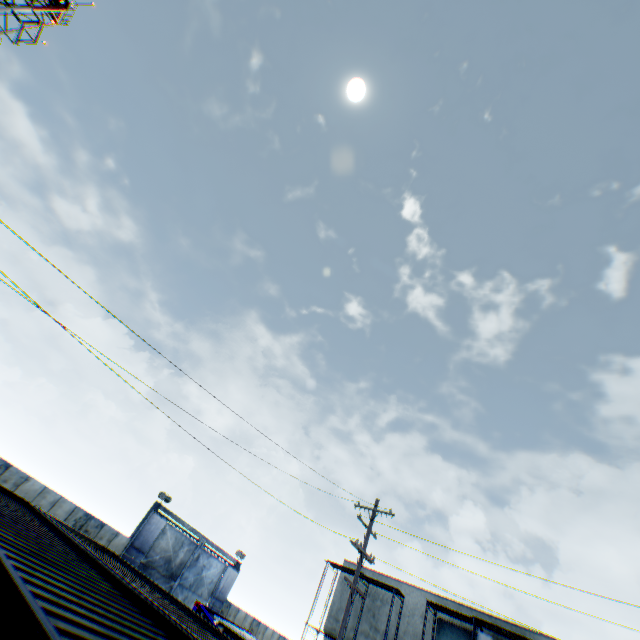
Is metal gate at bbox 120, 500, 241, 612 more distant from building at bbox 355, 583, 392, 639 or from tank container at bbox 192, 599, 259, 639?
tank container at bbox 192, 599, 259, 639

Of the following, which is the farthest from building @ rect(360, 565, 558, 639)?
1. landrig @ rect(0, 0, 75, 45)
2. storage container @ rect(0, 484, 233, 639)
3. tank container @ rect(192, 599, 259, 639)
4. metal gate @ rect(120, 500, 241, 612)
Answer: landrig @ rect(0, 0, 75, 45)

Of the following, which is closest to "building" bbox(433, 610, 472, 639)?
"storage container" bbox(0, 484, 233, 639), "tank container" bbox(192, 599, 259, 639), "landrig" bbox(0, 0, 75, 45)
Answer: "tank container" bbox(192, 599, 259, 639)

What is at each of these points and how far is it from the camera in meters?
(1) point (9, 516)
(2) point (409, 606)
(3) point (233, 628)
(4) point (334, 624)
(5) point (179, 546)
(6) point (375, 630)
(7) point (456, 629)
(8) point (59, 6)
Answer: (1) storage container, 4.9
(2) building, 24.5
(3) tank container, 9.3
(4) building, 25.8
(5) metal gate, 26.2
(6) building, 24.3
(7) building, 22.4
(8) landrig, 32.9

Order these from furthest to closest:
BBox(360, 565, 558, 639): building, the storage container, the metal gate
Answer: the metal gate
BBox(360, 565, 558, 639): building
the storage container

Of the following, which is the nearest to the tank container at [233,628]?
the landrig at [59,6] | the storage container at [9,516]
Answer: the storage container at [9,516]

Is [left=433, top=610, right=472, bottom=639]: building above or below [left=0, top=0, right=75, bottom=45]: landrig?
below

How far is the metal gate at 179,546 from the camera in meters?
24.1
